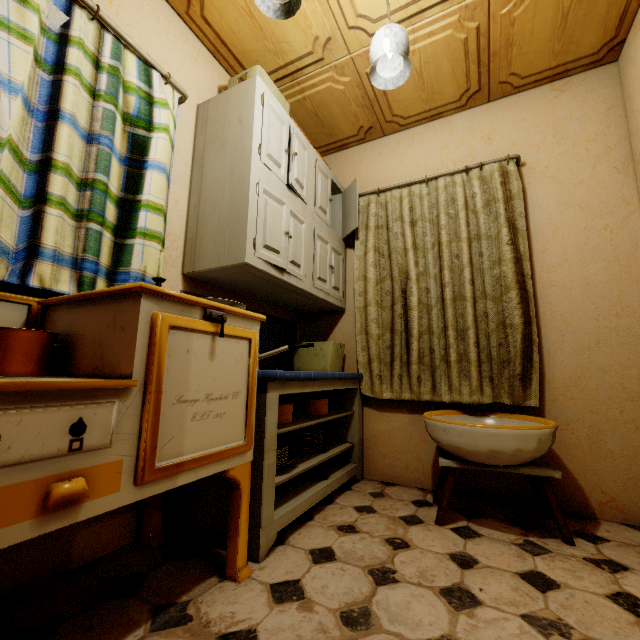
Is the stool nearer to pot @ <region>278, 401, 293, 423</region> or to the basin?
the basin

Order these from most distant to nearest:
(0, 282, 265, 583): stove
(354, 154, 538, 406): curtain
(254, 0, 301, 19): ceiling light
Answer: (354, 154, 538, 406): curtain, (254, 0, 301, 19): ceiling light, (0, 282, 265, 583): stove

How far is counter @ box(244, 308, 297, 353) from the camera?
2.5m

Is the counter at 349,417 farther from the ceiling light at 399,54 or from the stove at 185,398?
the ceiling light at 399,54

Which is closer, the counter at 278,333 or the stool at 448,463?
the stool at 448,463

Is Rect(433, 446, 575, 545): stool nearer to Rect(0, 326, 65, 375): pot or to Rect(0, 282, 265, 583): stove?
Rect(0, 282, 265, 583): stove

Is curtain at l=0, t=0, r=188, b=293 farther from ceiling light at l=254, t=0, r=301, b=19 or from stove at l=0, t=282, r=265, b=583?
ceiling light at l=254, t=0, r=301, b=19

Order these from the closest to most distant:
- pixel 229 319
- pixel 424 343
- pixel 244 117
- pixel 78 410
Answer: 1. pixel 78 410
2. pixel 229 319
3. pixel 244 117
4. pixel 424 343
